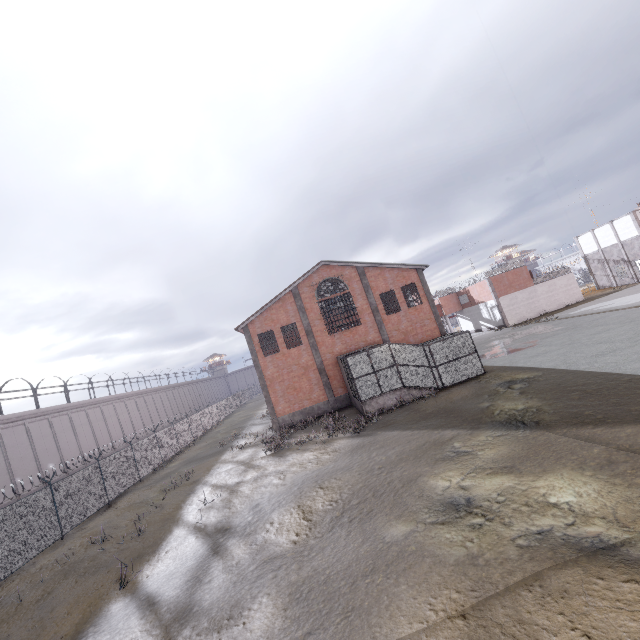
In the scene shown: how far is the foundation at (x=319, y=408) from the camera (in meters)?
26.08

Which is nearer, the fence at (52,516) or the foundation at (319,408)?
the fence at (52,516)

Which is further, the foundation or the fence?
the foundation

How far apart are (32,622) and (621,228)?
65.7m

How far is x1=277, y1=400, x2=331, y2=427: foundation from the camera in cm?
2608
